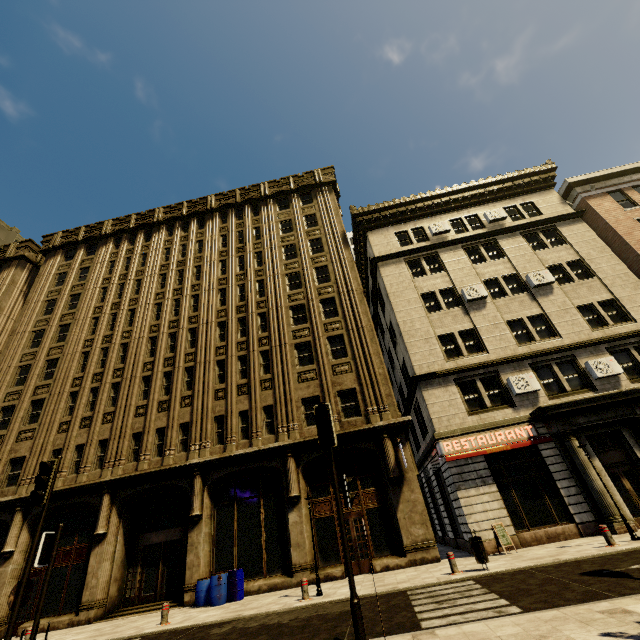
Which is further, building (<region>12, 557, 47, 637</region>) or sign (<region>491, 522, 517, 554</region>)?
building (<region>12, 557, 47, 637</region>)

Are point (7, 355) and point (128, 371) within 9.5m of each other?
no

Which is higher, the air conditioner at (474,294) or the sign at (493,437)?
the air conditioner at (474,294)

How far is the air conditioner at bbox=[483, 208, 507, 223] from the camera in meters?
22.4

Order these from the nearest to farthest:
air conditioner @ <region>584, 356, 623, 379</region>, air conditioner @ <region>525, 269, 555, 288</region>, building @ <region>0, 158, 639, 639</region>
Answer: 1. building @ <region>0, 158, 639, 639</region>
2. air conditioner @ <region>584, 356, 623, 379</region>
3. air conditioner @ <region>525, 269, 555, 288</region>

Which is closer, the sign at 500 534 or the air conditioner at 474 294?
the sign at 500 534

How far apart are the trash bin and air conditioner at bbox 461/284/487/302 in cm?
1262

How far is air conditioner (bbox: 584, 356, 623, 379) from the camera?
15.8m
